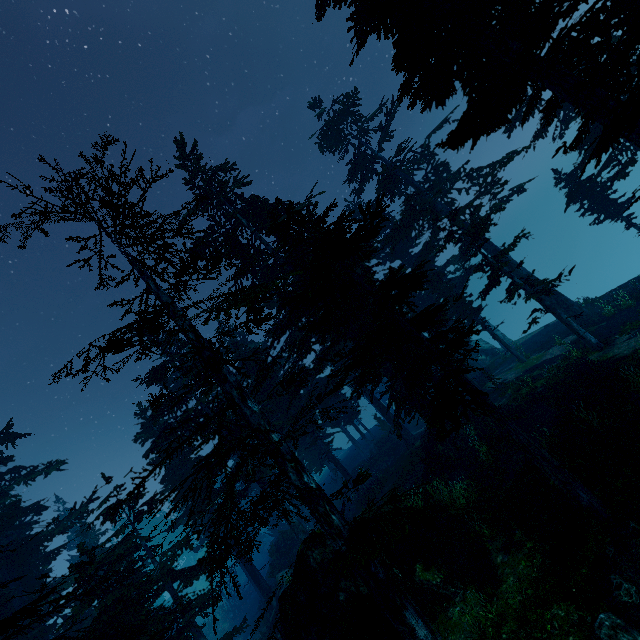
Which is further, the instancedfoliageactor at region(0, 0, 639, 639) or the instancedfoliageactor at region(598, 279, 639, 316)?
the instancedfoliageactor at region(598, 279, 639, 316)

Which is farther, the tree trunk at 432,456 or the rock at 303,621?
the tree trunk at 432,456

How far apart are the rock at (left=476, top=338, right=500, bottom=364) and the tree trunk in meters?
17.6

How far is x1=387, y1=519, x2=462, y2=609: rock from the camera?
10.22m

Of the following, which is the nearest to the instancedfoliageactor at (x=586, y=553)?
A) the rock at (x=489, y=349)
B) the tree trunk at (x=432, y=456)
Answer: the rock at (x=489, y=349)

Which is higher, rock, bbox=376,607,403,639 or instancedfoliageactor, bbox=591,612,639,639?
rock, bbox=376,607,403,639

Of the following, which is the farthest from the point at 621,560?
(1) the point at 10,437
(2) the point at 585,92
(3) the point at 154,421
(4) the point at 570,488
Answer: (1) the point at 10,437

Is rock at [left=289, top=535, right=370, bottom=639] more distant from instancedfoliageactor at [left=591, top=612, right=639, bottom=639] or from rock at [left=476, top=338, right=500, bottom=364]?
rock at [left=476, top=338, right=500, bottom=364]
